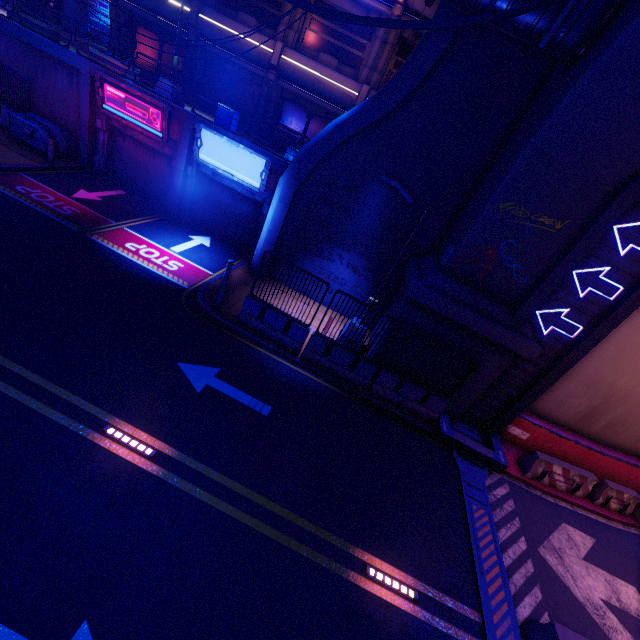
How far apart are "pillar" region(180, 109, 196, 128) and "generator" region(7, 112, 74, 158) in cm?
624

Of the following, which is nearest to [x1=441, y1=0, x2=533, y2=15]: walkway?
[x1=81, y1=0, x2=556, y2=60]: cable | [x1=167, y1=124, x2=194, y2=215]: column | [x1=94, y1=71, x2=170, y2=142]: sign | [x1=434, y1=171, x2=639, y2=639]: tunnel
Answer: [x1=81, y1=0, x2=556, y2=60]: cable

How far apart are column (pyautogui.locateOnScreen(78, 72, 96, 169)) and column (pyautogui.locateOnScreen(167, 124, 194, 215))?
4.72m

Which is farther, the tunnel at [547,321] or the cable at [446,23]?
the tunnel at [547,321]

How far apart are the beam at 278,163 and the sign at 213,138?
0.1 meters

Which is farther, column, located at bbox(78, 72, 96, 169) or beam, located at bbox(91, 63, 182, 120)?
column, located at bbox(78, 72, 96, 169)

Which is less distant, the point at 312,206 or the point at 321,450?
the point at 321,450

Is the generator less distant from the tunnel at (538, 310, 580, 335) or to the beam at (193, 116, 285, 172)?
the beam at (193, 116, 285, 172)
